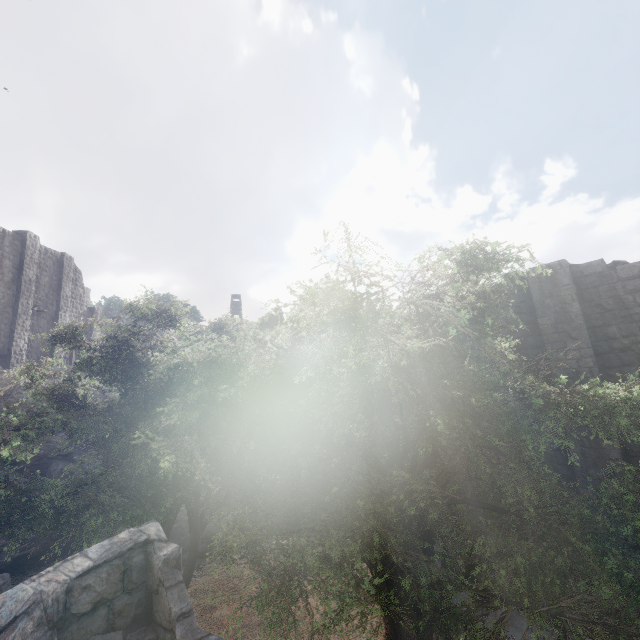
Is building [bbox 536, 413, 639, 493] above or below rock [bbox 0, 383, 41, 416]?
below

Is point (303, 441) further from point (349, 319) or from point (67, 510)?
point (349, 319)

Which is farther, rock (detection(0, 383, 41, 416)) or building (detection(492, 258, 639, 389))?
rock (detection(0, 383, 41, 416))

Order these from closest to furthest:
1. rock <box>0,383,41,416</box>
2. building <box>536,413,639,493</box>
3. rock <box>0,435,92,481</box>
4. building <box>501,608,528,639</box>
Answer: building <box>536,413,639,493</box> < building <box>501,608,528,639</box> < rock <box>0,435,92,481</box> < rock <box>0,383,41,416</box>

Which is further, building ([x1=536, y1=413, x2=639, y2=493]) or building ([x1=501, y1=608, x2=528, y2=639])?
building ([x1=501, y1=608, x2=528, y2=639])

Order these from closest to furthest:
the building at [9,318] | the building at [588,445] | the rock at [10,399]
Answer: the building at [588,445] → the rock at [10,399] → the building at [9,318]

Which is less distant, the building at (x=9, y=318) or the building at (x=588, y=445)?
the building at (x=588, y=445)
